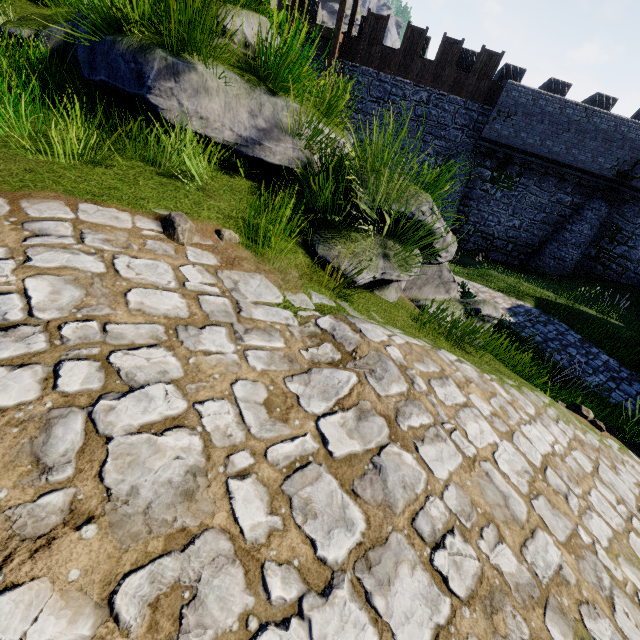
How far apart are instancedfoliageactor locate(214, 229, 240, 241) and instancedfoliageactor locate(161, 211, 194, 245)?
0.3m

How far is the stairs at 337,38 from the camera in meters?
15.9

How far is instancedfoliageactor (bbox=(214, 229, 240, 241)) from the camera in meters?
2.9 m

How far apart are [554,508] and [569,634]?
0.8m

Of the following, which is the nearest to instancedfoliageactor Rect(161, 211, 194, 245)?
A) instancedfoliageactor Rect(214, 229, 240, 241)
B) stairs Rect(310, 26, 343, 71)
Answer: instancedfoliageactor Rect(214, 229, 240, 241)

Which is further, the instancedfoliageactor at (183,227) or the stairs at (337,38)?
the stairs at (337,38)

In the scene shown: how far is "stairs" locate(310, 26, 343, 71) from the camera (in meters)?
15.92
